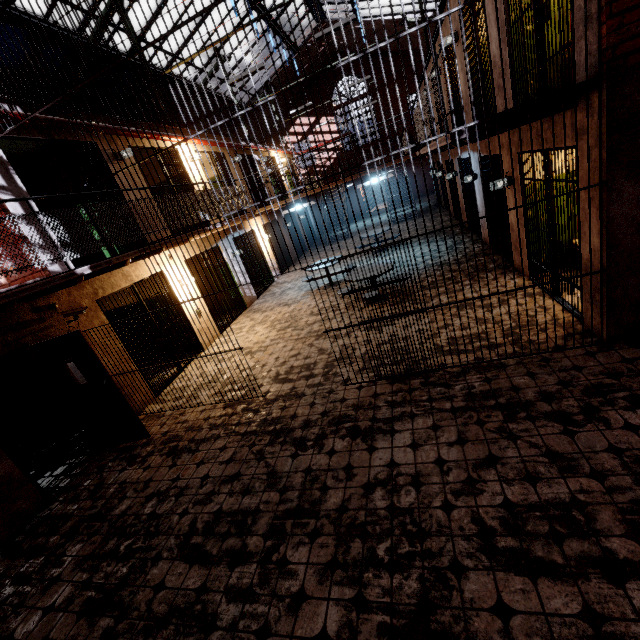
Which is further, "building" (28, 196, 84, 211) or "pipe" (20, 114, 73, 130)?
"building" (28, 196, 84, 211)

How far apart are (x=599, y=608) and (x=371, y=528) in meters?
1.6 m

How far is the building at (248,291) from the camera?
11.5 meters

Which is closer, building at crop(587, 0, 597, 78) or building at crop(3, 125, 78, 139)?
building at crop(587, 0, 597, 78)

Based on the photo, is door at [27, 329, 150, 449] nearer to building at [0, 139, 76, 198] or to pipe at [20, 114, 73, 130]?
building at [0, 139, 76, 198]

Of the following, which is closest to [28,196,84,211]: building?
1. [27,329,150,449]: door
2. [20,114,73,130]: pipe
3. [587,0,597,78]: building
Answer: [20,114,73,130]: pipe

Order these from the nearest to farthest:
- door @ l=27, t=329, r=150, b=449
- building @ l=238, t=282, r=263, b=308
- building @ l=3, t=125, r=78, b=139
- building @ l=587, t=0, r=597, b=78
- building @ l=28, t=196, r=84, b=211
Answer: building @ l=587, t=0, r=597, b=78 → door @ l=27, t=329, r=150, b=449 → building @ l=3, t=125, r=78, b=139 → building @ l=28, t=196, r=84, b=211 → building @ l=238, t=282, r=263, b=308

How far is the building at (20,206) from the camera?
5.2m
